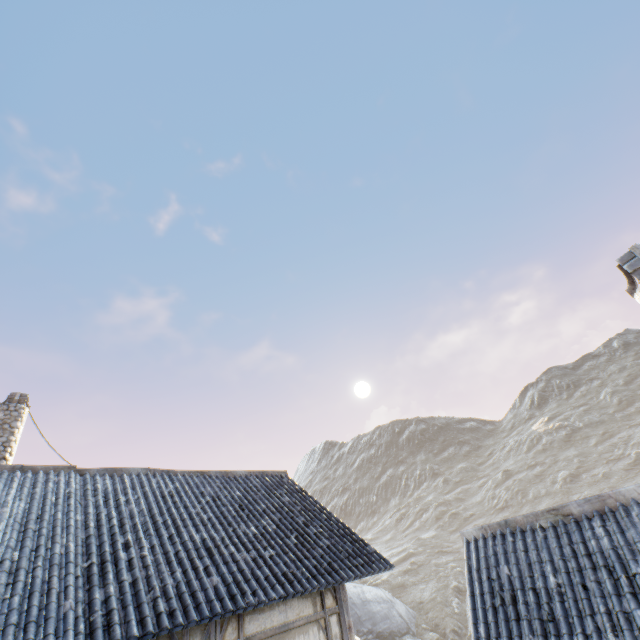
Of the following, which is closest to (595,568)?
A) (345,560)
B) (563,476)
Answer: (345,560)

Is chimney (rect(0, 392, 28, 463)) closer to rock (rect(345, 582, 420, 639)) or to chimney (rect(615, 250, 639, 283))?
rock (rect(345, 582, 420, 639))

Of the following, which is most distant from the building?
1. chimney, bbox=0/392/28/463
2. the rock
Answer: the rock

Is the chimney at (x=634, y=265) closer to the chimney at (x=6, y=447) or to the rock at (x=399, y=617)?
the rock at (x=399, y=617)

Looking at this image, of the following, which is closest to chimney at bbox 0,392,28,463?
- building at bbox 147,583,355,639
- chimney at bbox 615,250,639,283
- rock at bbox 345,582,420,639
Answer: building at bbox 147,583,355,639

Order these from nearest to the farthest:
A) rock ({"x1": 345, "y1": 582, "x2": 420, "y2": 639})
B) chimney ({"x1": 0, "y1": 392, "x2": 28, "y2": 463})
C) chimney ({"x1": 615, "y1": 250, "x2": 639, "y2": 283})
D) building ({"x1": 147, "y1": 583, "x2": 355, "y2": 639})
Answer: chimney ({"x1": 615, "y1": 250, "x2": 639, "y2": 283}) → building ({"x1": 147, "y1": 583, "x2": 355, "y2": 639}) → chimney ({"x1": 0, "y1": 392, "x2": 28, "y2": 463}) → rock ({"x1": 345, "y1": 582, "x2": 420, "y2": 639})

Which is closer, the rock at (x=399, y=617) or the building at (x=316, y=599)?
the building at (x=316, y=599)
